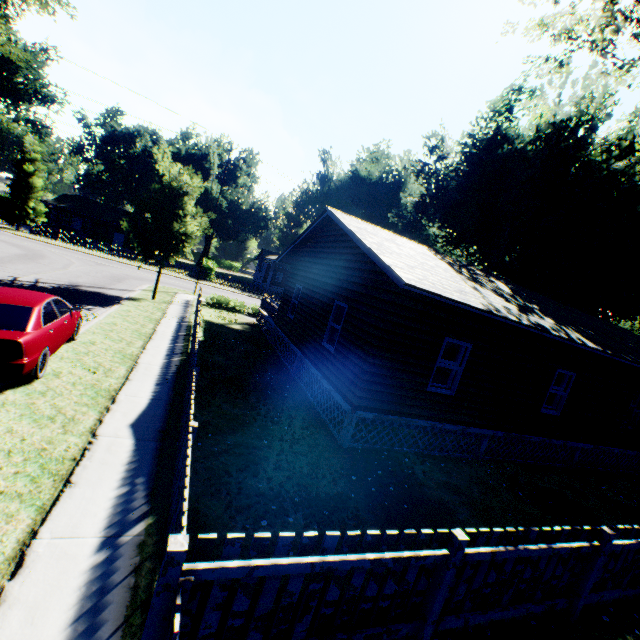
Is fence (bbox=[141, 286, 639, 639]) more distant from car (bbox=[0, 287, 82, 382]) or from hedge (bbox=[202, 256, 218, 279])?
hedge (bbox=[202, 256, 218, 279])

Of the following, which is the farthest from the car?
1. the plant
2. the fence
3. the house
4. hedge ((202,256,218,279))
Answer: hedge ((202,256,218,279))

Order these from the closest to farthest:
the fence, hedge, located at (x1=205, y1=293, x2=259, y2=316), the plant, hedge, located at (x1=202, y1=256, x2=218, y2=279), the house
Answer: the fence
the house
the plant
hedge, located at (x1=205, y1=293, x2=259, y2=316)
hedge, located at (x1=202, y1=256, x2=218, y2=279)

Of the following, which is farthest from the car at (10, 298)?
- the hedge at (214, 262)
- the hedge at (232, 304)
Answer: the hedge at (214, 262)

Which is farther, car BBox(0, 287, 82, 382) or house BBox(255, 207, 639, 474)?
house BBox(255, 207, 639, 474)

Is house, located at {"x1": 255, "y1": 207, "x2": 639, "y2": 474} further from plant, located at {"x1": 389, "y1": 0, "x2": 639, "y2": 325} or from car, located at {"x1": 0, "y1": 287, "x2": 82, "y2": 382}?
car, located at {"x1": 0, "y1": 287, "x2": 82, "y2": 382}

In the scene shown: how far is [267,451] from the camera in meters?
7.2

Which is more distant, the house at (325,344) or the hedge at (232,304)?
the hedge at (232,304)
